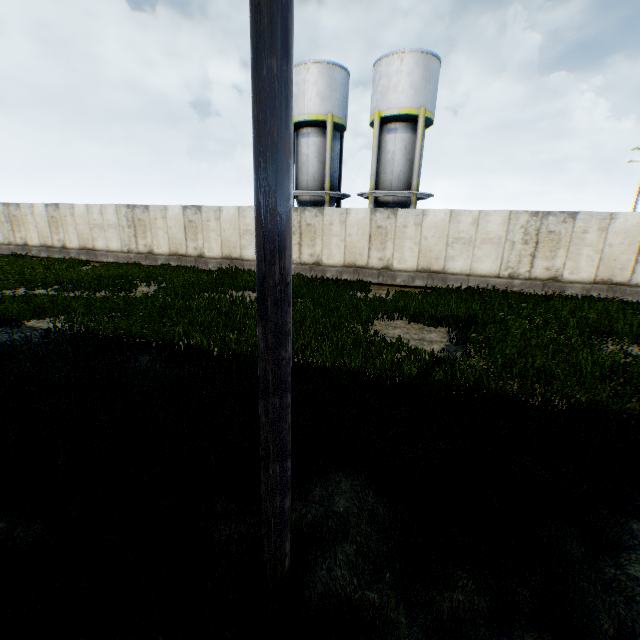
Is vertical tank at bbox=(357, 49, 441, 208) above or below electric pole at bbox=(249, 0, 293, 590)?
above

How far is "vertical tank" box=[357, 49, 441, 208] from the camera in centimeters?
1864cm

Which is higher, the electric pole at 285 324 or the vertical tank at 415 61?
the vertical tank at 415 61

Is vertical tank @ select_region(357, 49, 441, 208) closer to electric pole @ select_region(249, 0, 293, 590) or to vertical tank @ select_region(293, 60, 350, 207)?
vertical tank @ select_region(293, 60, 350, 207)

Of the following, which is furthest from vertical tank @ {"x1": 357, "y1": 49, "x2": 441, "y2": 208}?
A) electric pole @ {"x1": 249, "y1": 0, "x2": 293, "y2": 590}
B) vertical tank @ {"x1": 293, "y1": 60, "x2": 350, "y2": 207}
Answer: electric pole @ {"x1": 249, "y1": 0, "x2": 293, "y2": 590}

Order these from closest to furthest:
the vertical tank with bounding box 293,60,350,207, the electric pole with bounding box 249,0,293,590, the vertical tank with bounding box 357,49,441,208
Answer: the electric pole with bounding box 249,0,293,590
the vertical tank with bounding box 357,49,441,208
the vertical tank with bounding box 293,60,350,207

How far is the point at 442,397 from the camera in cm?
535

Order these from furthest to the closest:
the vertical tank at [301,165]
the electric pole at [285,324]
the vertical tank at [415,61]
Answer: the vertical tank at [301,165], the vertical tank at [415,61], the electric pole at [285,324]
